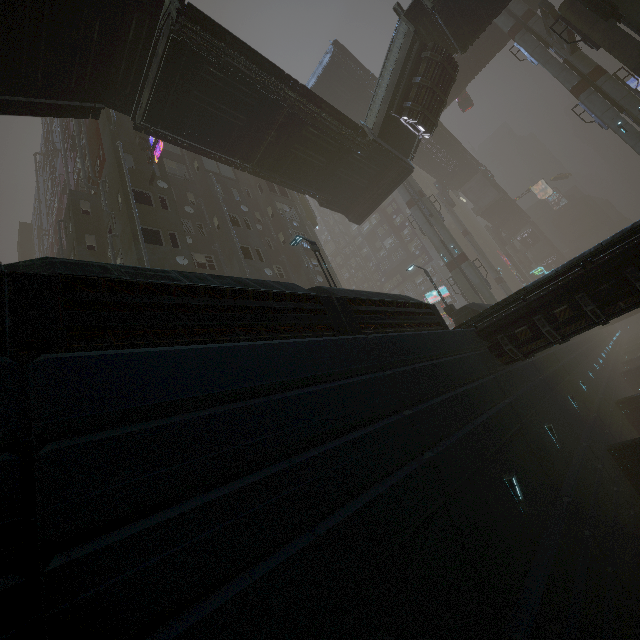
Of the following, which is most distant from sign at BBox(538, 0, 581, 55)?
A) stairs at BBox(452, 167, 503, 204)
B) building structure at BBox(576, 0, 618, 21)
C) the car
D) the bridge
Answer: stairs at BBox(452, 167, 503, 204)

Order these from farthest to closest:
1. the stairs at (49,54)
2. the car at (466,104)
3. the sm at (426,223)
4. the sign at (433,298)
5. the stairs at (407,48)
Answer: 1. the car at (466,104)
2. the sign at (433,298)
3. the sm at (426,223)
4. the stairs at (407,48)
5. the stairs at (49,54)

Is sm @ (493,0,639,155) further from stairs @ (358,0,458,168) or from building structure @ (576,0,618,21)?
→ stairs @ (358,0,458,168)

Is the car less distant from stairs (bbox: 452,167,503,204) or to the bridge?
the bridge

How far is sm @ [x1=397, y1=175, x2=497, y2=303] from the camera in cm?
3181

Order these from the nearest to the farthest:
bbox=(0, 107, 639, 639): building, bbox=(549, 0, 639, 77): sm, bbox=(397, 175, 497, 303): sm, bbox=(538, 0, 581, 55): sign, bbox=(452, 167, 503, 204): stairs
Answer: bbox=(0, 107, 639, 639): building < bbox=(549, 0, 639, 77): sm < bbox=(538, 0, 581, 55): sign < bbox=(397, 175, 497, 303): sm < bbox=(452, 167, 503, 204): stairs

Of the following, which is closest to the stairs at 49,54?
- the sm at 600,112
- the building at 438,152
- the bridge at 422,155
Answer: the sm at 600,112

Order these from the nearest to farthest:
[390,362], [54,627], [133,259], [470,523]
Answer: [54,627]
[470,523]
[390,362]
[133,259]
